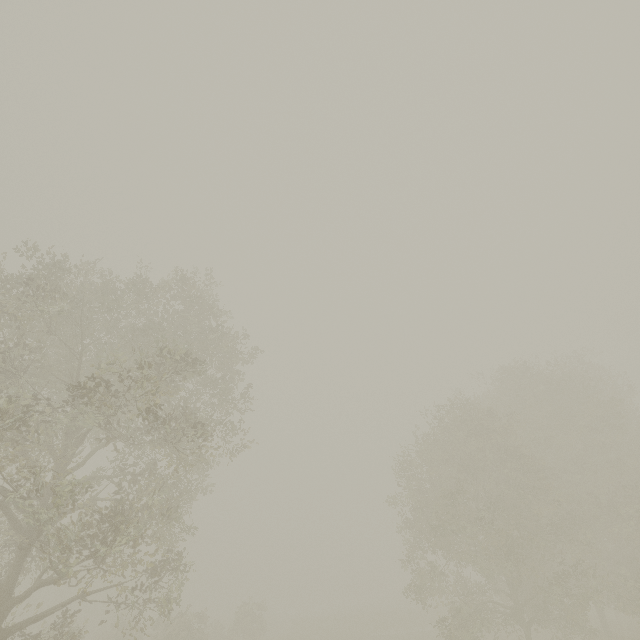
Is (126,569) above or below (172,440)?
below
